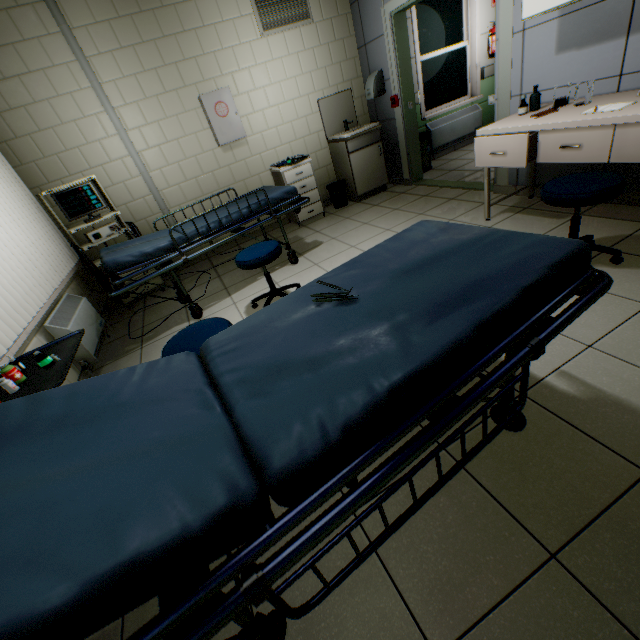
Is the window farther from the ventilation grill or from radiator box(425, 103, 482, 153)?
the ventilation grill

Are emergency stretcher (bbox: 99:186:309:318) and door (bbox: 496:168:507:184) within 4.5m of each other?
yes

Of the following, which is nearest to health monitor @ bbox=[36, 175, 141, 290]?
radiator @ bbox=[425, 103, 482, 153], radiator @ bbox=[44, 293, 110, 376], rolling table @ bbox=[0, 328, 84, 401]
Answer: radiator @ bbox=[44, 293, 110, 376]

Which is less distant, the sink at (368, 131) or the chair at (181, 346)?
the chair at (181, 346)

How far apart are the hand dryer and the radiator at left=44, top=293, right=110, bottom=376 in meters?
4.6

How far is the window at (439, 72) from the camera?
5.4m

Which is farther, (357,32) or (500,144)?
(357,32)

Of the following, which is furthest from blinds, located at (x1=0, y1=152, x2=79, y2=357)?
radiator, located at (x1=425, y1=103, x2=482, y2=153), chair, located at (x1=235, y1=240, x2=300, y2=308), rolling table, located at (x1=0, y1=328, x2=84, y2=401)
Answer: radiator, located at (x1=425, y1=103, x2=482, y2=153)
